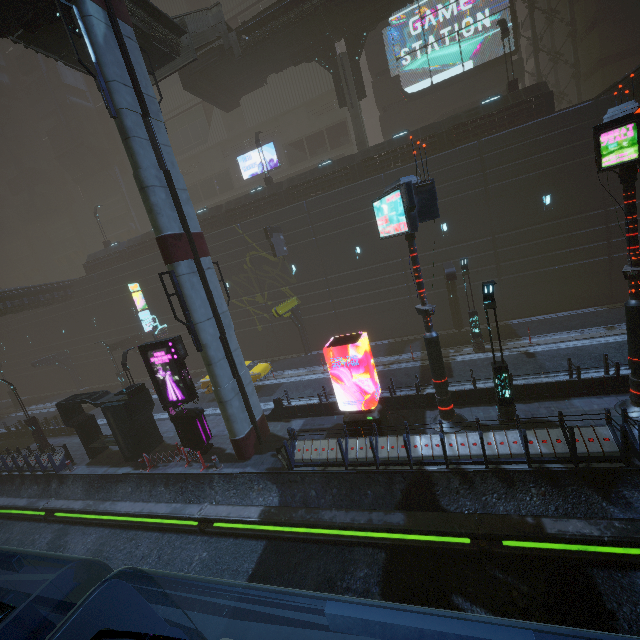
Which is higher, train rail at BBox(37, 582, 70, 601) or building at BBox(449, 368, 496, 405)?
building at BBox(449, 368, 496, 405)

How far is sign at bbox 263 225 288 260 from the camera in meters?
22.9

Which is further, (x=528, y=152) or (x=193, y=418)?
(x=528, y=152)

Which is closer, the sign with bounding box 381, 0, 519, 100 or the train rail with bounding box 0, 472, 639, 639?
the train rail with bounding box 0, 472, 639, 639

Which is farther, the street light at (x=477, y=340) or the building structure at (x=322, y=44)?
the building structure at (x=322, y=44)

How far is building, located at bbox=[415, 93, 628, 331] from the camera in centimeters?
1881cm

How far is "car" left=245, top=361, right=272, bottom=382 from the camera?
21.0m

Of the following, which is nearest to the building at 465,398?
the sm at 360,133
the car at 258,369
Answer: the sm at 360,133
